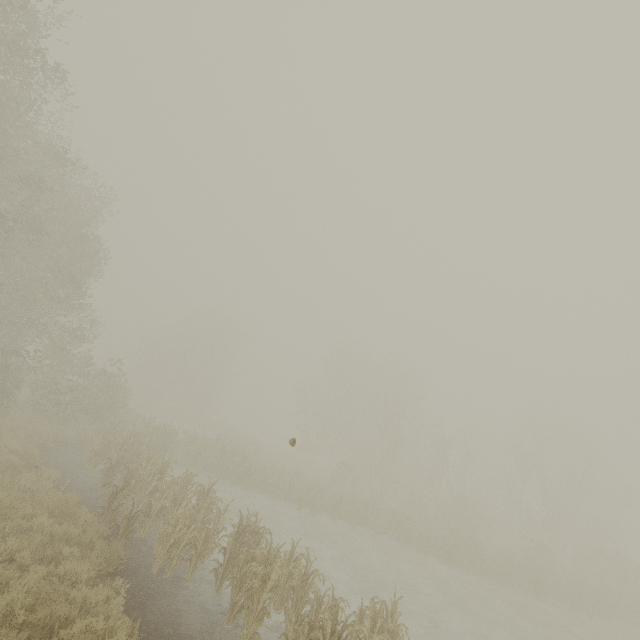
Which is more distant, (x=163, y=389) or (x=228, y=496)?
(x=163, y=389)
